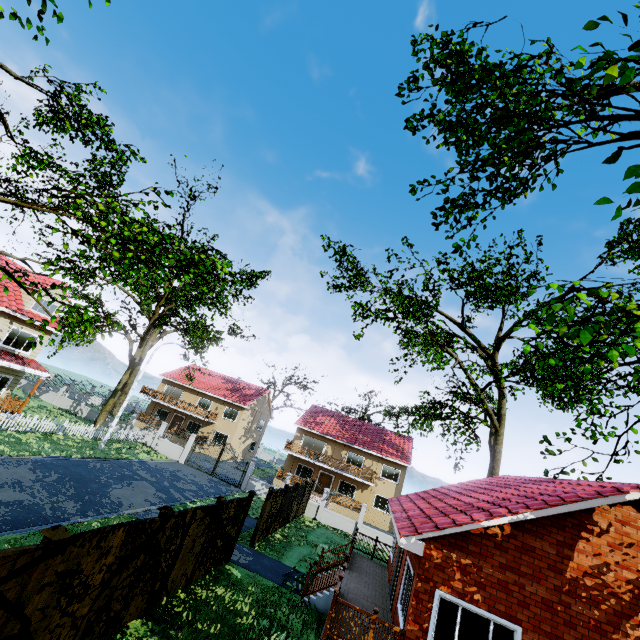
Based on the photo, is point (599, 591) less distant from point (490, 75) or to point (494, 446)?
point (490, 75)

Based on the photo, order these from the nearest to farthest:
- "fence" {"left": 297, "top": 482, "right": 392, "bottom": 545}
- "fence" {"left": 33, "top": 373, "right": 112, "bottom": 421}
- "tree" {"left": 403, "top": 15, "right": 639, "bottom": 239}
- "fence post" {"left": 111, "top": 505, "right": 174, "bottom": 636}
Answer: "tree" {"left": 403, "top": 15, "right": 639, "bottom": 239}
"fence post" {"left": 111, "top": 505, "right": 174, "bottom": 636}
"fence" {"left": 297, "top": 482, "right": 392, "bottom": 545}
"fence" {"left": 33, "top": 373, "right": 112, "bottom": 421}

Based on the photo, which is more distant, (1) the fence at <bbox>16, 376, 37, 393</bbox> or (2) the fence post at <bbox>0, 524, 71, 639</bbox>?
(1) the fence at <bbox>16, 376, 37, 393</bbox>

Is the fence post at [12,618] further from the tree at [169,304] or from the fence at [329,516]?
the tree at [169,304]

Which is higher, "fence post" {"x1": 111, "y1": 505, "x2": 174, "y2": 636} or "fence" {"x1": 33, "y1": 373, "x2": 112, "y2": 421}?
"fence post" {"x1": 111, "y1": 505, "x2": 174, "y2": 636}

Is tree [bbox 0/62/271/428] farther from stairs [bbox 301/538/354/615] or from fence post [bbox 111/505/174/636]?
stairs [bbox 301/538/354/615]

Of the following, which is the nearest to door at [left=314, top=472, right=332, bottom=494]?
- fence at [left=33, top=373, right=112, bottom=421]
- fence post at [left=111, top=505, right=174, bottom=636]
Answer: fence at [left=33, top=373, right=112, bottom=421]

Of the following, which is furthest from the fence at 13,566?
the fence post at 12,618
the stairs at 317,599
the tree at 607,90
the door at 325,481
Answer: the door at 325,481
